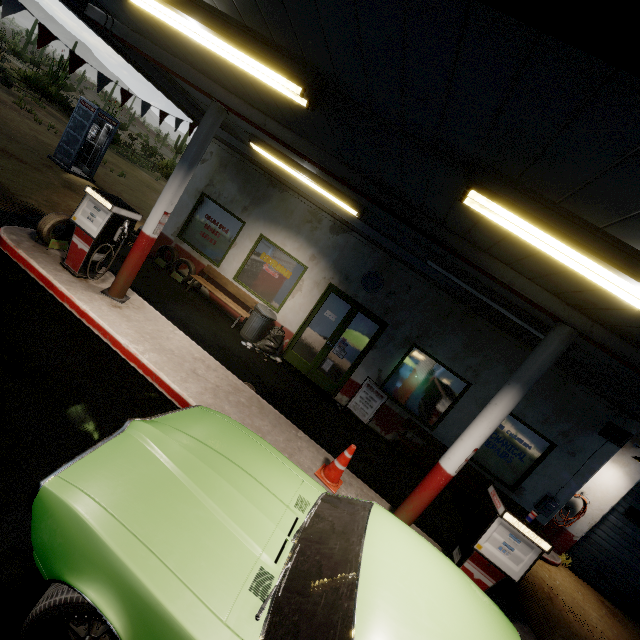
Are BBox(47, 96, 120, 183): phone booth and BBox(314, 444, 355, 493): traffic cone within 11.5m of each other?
no

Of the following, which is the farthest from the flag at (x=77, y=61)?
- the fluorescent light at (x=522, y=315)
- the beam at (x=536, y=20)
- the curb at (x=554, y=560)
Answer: the curb at (x=554, y=560)

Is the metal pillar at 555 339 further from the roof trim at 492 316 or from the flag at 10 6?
the flag at 10 6

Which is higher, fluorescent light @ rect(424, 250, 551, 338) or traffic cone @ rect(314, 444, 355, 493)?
fluorescent light @ rect(424, 250, 551, 338)

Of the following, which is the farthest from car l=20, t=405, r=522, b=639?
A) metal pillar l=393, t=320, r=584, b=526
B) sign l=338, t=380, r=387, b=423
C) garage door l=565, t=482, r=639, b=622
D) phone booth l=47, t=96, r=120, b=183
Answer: phone booth l=47, t=96, r=120, b=183

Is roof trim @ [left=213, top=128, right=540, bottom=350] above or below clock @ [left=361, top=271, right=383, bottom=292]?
above

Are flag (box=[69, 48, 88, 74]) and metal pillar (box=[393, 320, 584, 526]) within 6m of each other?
no

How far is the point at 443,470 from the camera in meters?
4.5
